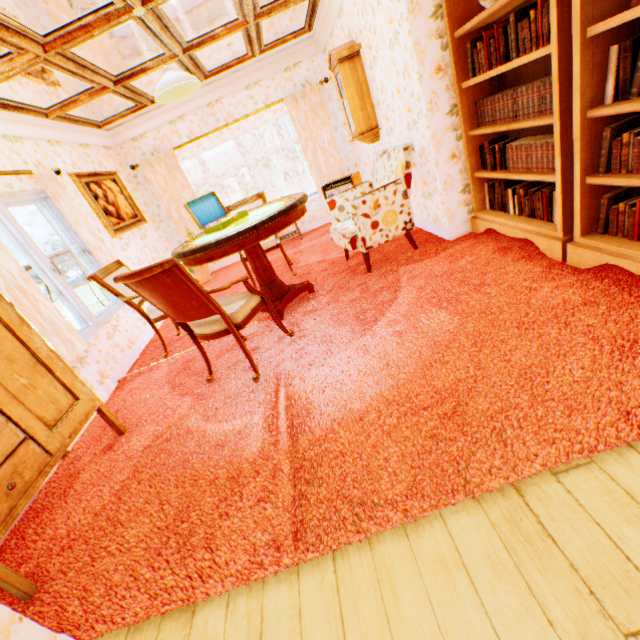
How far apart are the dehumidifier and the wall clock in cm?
49

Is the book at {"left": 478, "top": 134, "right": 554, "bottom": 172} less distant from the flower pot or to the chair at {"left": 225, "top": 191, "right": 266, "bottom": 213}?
the chair at {"left": 225, "top": 191, "right": 266, "bottom": 213}

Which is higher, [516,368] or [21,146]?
[21,146]

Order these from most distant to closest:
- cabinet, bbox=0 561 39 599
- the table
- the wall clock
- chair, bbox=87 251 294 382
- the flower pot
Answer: the flower pot, the wall clock, the table, chair, bbox=87 251 294 382, cabinet, bbox=0 561 39 599

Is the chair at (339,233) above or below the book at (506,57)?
below

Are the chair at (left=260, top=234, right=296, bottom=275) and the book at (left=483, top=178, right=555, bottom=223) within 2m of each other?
no

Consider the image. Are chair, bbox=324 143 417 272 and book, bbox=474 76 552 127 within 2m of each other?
yes

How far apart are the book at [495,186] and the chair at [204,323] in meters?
2.5 m
